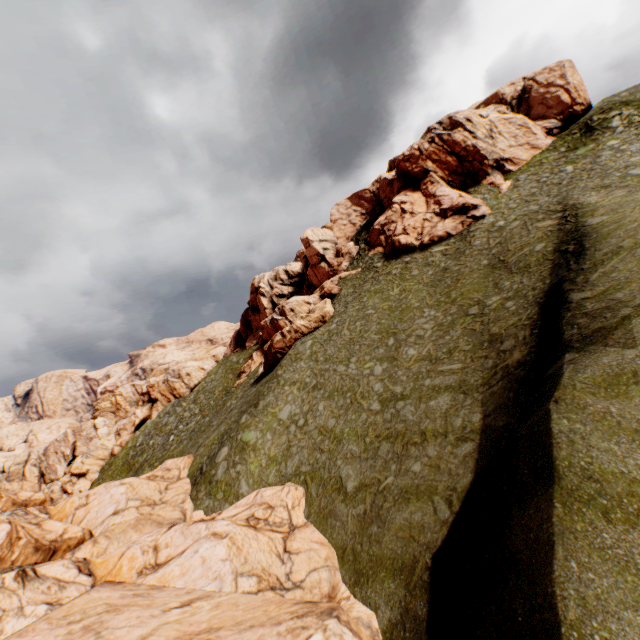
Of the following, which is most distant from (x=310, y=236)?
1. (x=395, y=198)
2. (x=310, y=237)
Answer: (x=395, y=198)

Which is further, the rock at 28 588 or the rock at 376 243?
the rock at 376 243

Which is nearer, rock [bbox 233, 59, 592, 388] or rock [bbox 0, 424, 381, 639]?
rock [bbox 0, 424, 381, 639]

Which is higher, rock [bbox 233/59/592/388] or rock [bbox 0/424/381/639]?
rock [bbox 233/59/592/388]

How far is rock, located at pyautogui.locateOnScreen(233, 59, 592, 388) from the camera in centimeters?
3828cm

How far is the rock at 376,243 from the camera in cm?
3828
